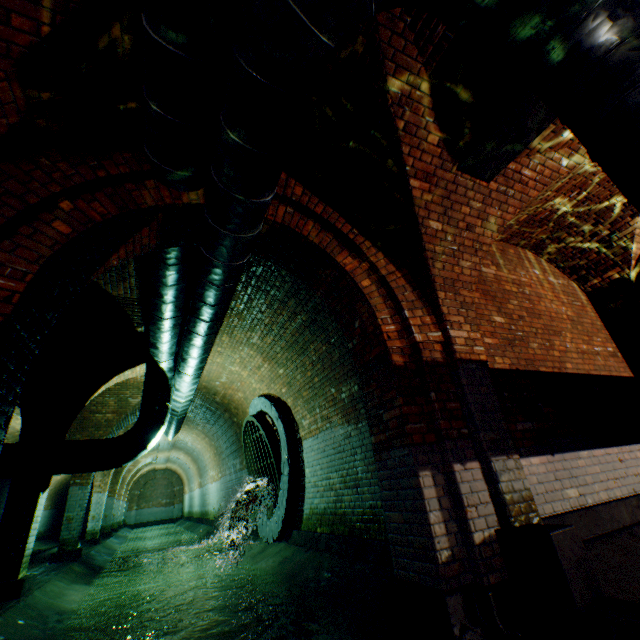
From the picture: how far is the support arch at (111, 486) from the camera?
8.9 meters

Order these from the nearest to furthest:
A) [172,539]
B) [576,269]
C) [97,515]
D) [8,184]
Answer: [8,184], [576,269], [97,515], [172,539]

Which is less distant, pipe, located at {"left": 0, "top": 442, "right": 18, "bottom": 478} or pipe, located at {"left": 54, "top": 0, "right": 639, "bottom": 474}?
pipe, located at {"left": 54, "top": 0, "right": 639, "bottom": 474}

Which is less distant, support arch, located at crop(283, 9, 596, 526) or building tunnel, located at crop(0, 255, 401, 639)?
support arch, located at crop(283, 9, 596, 526)

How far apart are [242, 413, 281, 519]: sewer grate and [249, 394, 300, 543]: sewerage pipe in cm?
1

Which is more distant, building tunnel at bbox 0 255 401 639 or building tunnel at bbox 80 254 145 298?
building tunnel at bbox 80 254 145 298

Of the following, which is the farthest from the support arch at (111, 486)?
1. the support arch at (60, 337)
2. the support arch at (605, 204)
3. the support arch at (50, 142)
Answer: the support arch at (605, 204)

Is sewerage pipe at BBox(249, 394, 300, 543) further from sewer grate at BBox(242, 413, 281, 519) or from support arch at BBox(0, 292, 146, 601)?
support arch at BBox(0, 292, 146, 601)
